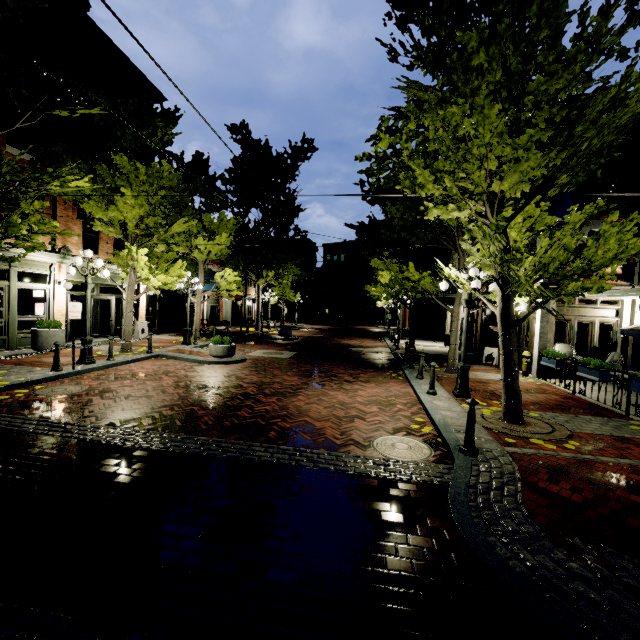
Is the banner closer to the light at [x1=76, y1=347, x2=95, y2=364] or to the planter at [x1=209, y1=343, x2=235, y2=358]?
the planter at [x1=209, y1=343, x2=235, y2=358]

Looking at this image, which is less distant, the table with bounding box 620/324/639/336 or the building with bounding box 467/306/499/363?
the table with bounding box 620/324/639/336

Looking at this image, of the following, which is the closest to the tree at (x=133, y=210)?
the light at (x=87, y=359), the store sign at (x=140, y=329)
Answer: the light at (x=87, y=359)

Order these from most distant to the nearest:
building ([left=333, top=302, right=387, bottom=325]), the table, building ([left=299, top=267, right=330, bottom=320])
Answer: building ([left=299, top=267, right=330, bottom=320])
building ([left=333, top=302, right=387, bottom=325])
the table

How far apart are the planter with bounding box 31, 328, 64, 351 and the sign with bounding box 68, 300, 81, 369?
4.20m

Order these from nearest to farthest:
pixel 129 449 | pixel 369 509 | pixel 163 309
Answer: pixel 369 509
pixel 129 449
pixel 163 309

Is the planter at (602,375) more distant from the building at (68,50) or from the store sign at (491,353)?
the store sign at (491,353)

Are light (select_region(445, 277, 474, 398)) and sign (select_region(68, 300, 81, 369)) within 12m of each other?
yes
